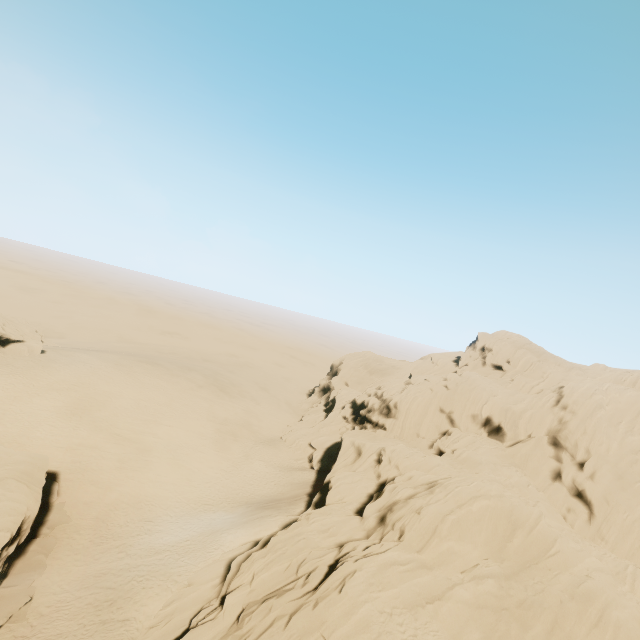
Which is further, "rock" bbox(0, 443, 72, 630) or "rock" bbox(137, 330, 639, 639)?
"rock" bbox(0, 443, 72, 630)

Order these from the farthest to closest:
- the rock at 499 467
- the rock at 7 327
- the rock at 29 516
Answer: the rock at 7 327 < the rock at 29 516 < the rock at 499 467

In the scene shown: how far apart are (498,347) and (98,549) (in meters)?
51.44

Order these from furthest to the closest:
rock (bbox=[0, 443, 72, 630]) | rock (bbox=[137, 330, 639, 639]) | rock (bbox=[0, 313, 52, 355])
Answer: rock (bbox=[0, 313, 52, 355])
rock (bbox=[0, 443, 72, 630])
rock (bbox=[137, 330, 639, 639])

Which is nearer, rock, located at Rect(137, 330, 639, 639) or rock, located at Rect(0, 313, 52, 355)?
rock, located at Rect(137, 330, 639, 639)

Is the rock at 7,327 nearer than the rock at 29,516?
No
